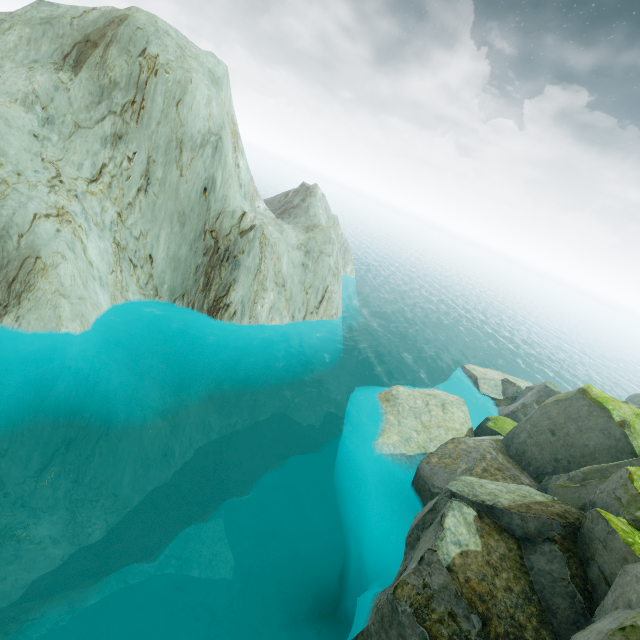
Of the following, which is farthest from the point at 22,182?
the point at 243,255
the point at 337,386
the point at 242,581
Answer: the point at 337,386
